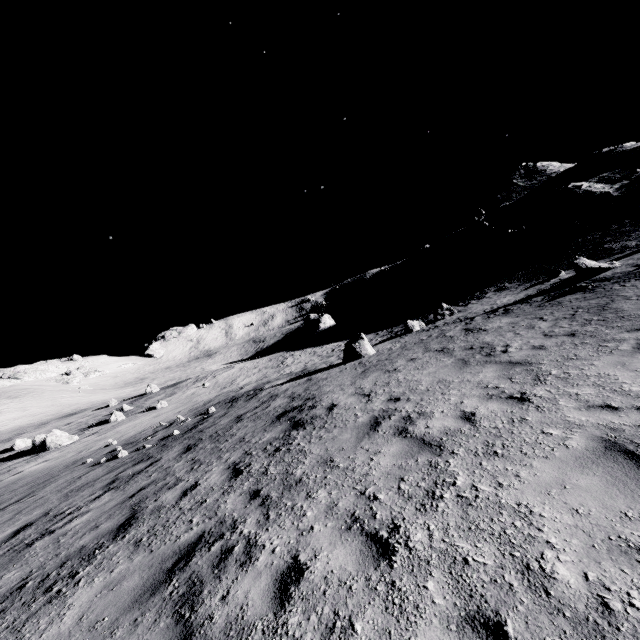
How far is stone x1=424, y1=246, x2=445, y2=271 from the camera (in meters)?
53.38

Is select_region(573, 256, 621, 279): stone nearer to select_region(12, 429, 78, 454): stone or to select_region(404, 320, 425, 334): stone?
select_region(404, 320, 425, 334): stone

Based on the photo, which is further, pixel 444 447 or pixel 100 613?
pixel 444 447

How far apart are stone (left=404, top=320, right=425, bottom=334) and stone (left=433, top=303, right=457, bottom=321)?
1.5 meters

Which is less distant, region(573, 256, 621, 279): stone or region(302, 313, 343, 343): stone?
region(573, 256, 621, 279): stone

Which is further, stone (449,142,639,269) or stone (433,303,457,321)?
stone (449,142,639,269)

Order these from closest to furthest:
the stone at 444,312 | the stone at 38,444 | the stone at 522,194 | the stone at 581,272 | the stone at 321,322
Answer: the stone at 581,272, the stone at 38,444, the stone at 444,312, the stone at 522,194, the stone at 321,322

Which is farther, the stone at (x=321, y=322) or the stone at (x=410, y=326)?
the stone at (x=321, y=322)
